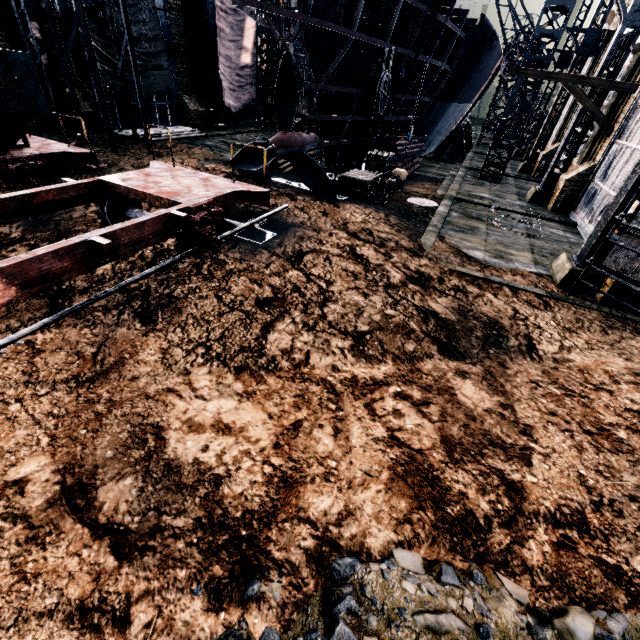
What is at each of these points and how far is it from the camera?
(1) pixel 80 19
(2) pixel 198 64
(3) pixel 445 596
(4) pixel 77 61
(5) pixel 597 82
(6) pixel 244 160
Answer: (1) silo, 12.9m
(2) building, 25.0m
(3) stone debris, 3.3m
(4) building, 18.4m
(5) pulley, 16.0m
(6) propeller, 15.8m

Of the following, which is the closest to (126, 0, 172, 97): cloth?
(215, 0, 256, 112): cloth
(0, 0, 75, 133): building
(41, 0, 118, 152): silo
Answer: (0, 0, 75, 133): building

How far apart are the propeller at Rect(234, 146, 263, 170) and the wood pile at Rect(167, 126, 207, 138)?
7.7 meters

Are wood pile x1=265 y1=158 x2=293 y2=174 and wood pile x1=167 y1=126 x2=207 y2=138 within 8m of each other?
yes

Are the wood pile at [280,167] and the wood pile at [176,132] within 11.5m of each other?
yes

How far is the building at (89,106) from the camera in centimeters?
1859cm

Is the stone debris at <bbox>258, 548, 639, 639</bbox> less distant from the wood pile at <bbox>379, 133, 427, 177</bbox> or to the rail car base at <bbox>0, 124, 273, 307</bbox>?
the rail car base at <bbox>0, 124, 273, 307</bbox>

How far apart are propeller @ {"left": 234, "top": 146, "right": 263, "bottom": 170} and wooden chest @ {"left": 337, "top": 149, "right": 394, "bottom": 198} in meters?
3.6
